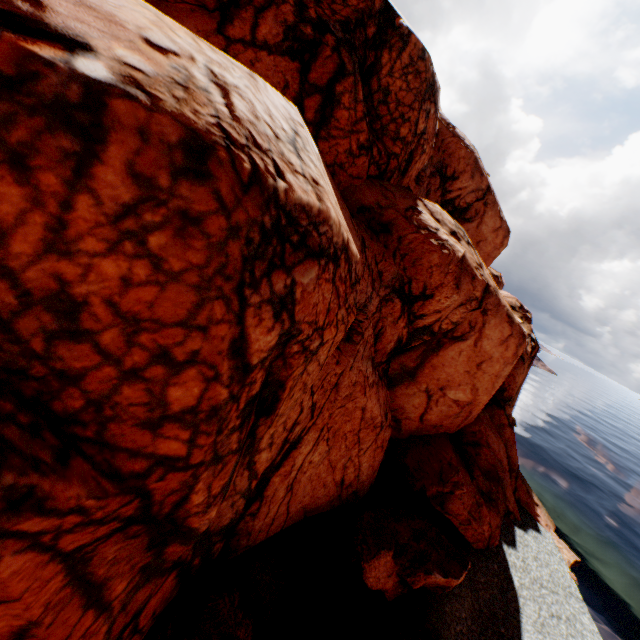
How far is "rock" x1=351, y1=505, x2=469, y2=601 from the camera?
11.6 meters

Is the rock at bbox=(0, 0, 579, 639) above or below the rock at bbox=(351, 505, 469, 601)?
above

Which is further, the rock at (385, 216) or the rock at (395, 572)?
the rock at (395, 572)

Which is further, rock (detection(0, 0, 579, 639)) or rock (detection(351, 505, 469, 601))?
rock (detection(351, 505, 469, 601))

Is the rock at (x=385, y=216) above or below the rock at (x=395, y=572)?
above

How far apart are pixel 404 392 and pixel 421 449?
4.22m
